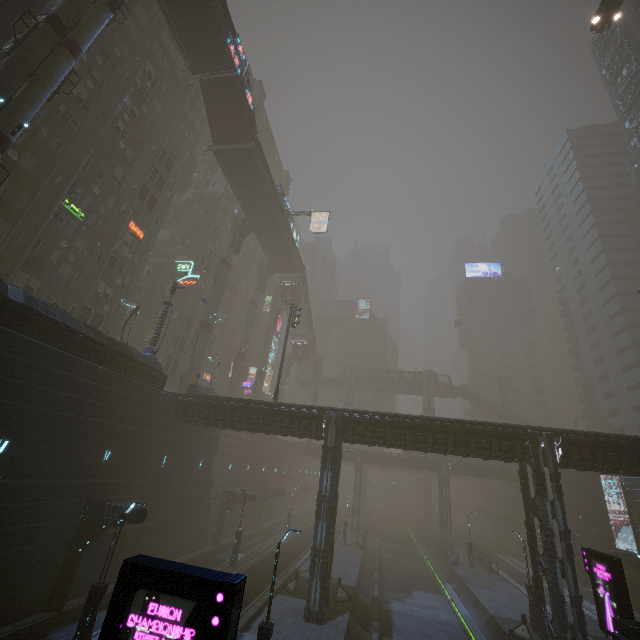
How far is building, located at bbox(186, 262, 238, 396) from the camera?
49.2m

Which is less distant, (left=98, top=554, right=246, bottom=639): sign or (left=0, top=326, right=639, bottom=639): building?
(left=98, top=554, right=246, bottom=639): sign

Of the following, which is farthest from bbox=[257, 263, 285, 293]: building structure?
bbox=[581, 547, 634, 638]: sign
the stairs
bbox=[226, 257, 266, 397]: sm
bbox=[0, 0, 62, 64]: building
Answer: Result: bbox=[581, 547, 634, 638]: sign

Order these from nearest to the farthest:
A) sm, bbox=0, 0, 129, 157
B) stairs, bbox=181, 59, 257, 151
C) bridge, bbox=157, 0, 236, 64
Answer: sm, bbox=0, 0, 129, 157
bridge, bbox=157, 0, 236, 64
stairs, bbox=181, 59, 257, 151

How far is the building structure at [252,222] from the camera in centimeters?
4284cm

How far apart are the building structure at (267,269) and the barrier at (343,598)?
38.5m

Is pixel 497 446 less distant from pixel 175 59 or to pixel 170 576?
pixel 170 576

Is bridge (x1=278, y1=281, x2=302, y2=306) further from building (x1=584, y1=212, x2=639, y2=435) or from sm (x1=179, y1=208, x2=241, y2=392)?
sm (x1=179, y1=208, x2=241, y2=392)
